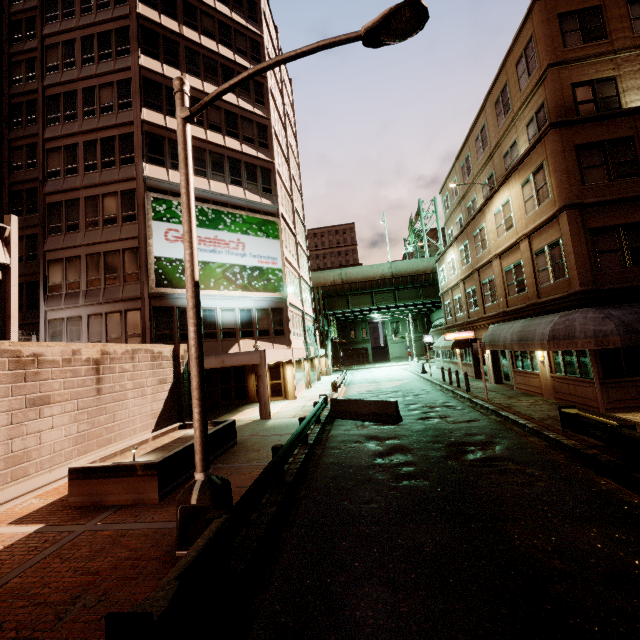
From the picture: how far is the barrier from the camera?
14.3m

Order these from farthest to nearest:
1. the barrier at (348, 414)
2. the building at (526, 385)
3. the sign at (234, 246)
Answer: the sign at (234, 246) < the barrier at (348, 414) < the building at (526, 385)

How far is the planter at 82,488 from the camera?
8.0m

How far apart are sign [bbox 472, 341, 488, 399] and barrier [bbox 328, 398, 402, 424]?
5.33m

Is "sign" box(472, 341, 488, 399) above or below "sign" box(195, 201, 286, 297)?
below

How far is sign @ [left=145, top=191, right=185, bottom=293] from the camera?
19.0 meters

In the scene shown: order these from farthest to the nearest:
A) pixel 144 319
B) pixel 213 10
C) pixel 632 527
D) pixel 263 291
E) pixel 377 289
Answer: pixel 377 289
pixel 213 10
pixel 263 291
pixel 144 319
pixel 632 527

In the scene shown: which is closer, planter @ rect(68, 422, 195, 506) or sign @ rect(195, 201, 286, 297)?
planter @ rect(68, 422, 195, 506)
